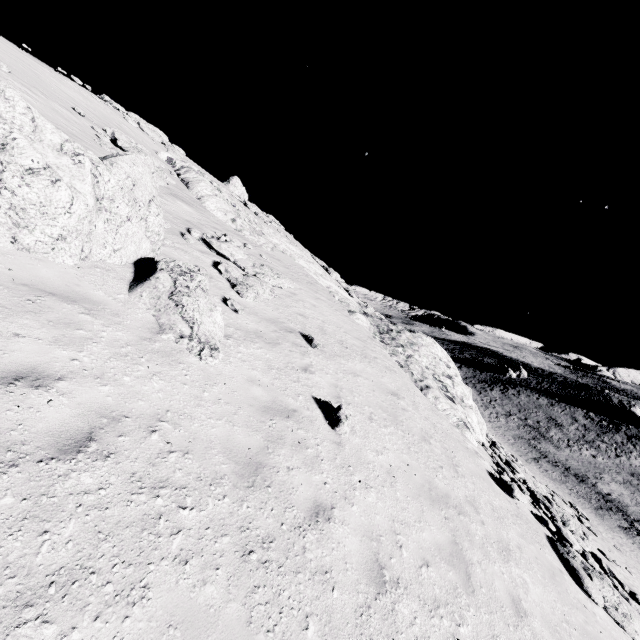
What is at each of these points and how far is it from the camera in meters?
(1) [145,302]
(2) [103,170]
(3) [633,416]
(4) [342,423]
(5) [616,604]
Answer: (1) stone, 6.5 m
(2) stone, 6.8 m
(3) stone, 58.7 m
(4) stone, 6.9 m
(5) stone, 8.8 m

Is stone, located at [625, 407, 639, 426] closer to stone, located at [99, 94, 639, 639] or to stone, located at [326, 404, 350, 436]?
stone, located at [99, 94, 639, 639]

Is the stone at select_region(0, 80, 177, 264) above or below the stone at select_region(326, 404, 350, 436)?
above

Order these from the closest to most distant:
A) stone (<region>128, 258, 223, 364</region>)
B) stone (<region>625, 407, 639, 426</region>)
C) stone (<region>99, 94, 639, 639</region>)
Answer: stone (<region>128, 258, 223, 364</region>)
stone (<region>99, 94, 639, 639</region>)
stone (<region>625, 407, 639, 426</region>)

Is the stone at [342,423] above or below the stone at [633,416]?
above

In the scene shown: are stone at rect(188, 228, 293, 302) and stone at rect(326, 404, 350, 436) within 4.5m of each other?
no

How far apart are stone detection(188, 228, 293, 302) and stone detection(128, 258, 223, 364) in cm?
409

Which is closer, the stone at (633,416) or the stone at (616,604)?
the stone at (616,604)
